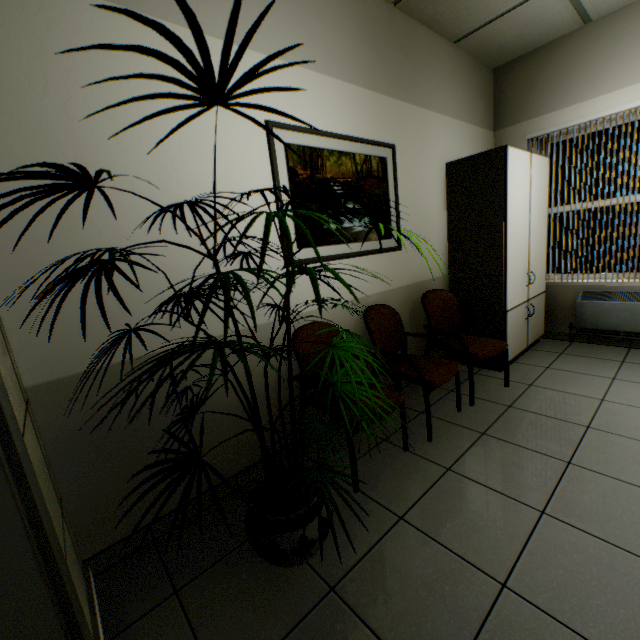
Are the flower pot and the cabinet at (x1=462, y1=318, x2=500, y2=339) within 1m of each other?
no

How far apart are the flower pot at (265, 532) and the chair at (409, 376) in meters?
1.0 m

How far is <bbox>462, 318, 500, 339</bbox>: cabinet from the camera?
3.2 meters

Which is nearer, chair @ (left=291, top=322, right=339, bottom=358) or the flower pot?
the flower pot

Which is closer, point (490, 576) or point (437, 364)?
point (490, 576)

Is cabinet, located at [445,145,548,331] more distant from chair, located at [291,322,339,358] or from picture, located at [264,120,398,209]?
chair, located at [291,322,339,358]

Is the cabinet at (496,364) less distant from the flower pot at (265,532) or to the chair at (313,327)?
the chair at (313,327)

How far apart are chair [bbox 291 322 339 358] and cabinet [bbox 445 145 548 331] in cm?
164
